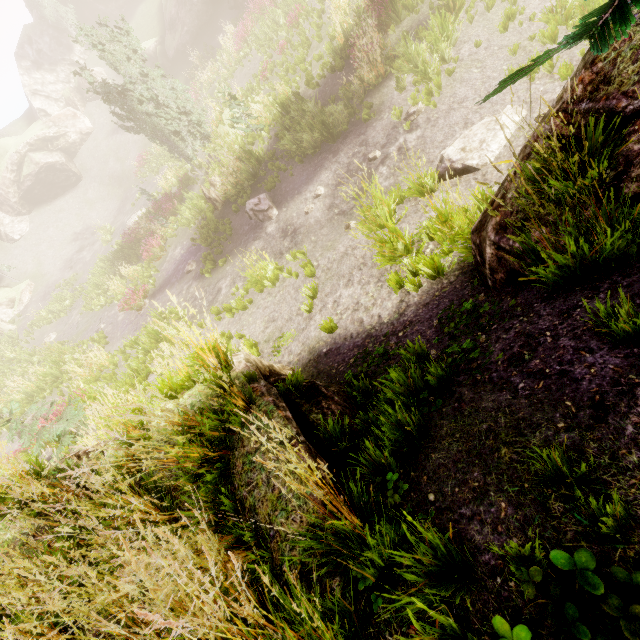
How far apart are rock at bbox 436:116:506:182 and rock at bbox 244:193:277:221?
6.5 meters

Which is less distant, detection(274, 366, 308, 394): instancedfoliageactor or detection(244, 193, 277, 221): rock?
detection(274, 366, 308, 394): instancedfoliageactor

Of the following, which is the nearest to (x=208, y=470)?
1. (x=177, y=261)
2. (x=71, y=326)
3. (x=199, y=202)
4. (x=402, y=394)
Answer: (x=402, y=394)

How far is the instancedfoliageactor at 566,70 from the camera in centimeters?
236cm

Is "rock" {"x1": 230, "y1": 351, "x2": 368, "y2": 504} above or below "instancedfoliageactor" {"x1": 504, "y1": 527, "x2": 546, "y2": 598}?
below

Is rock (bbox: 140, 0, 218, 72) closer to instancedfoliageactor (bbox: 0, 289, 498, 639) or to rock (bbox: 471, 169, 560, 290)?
instancedfoliageactor (bbox: 0, 289, 498, 639)

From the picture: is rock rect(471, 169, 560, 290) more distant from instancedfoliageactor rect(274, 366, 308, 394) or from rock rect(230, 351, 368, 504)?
rock rect(230, 351, 368, 504)
